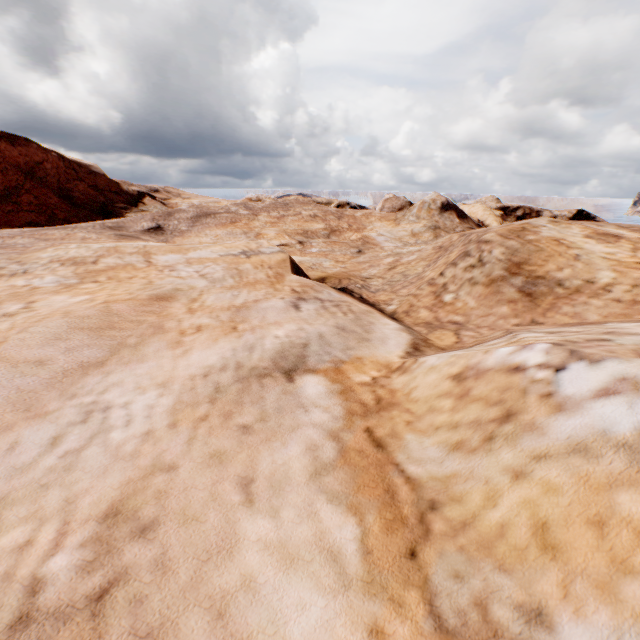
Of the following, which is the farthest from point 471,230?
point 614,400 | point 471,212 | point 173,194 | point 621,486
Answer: point 471,212
